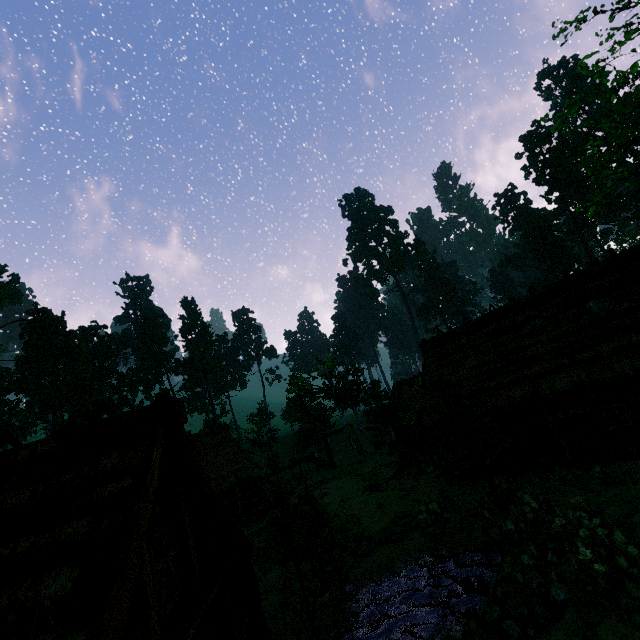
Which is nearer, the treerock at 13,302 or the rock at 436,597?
the rock at 436,597

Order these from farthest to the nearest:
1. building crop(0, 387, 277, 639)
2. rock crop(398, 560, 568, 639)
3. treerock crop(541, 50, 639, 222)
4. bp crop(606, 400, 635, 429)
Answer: bp crop(606, 400, 635, 429)
treerock crop(541, 50, 639, 222)
rock crop(398, 560, 568, 639)
building crop(0, 387, 277, 639)

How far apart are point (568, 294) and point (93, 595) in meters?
20.1 m

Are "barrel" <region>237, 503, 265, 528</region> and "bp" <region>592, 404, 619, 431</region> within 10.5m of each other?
no

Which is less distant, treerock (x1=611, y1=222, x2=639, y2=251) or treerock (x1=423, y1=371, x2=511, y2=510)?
treerock (x1=423, y1=371, x2=511, y2=510)

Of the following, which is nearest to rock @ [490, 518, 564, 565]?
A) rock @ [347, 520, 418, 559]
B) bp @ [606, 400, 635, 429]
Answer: rock @ [347, 520, 418, 559]

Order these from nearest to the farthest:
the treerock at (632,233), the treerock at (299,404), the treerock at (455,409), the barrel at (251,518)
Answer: the treerock at (455,409), the barrel at (251,518), the treerock at (299,404), the treerock at (632,233)

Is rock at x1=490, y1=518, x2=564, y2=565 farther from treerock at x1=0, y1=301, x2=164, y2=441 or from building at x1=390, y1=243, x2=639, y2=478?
building at x1=390, y1=243, x2=639, y2=478
